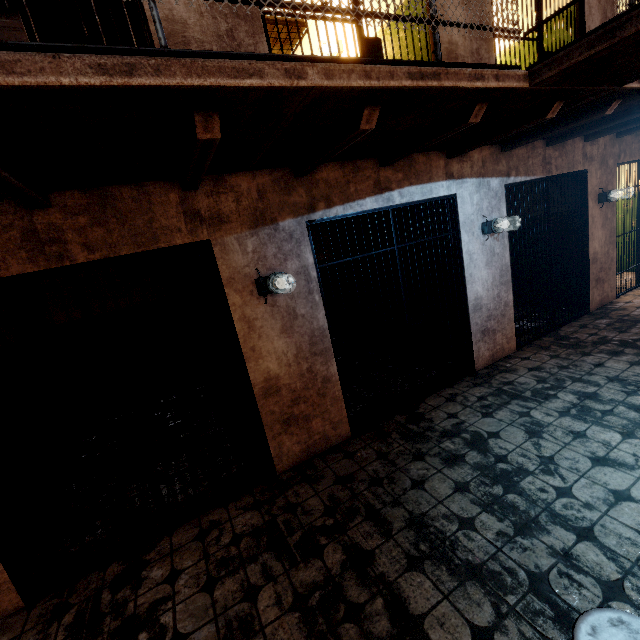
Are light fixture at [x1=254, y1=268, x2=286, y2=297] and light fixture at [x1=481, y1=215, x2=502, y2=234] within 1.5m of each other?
no

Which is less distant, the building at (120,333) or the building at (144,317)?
the building at (144,317)

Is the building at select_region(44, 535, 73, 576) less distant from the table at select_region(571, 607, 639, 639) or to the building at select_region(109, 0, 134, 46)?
the building at select_region(109, 0, 134, 46)

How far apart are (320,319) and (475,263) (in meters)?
2.37

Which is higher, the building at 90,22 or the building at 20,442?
the building at 90,22

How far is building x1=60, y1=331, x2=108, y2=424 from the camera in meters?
5.3

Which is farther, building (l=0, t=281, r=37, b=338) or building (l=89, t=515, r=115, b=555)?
building (l=0, t=281, r=37, b=338)

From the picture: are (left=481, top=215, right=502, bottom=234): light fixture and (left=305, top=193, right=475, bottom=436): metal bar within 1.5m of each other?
yes
